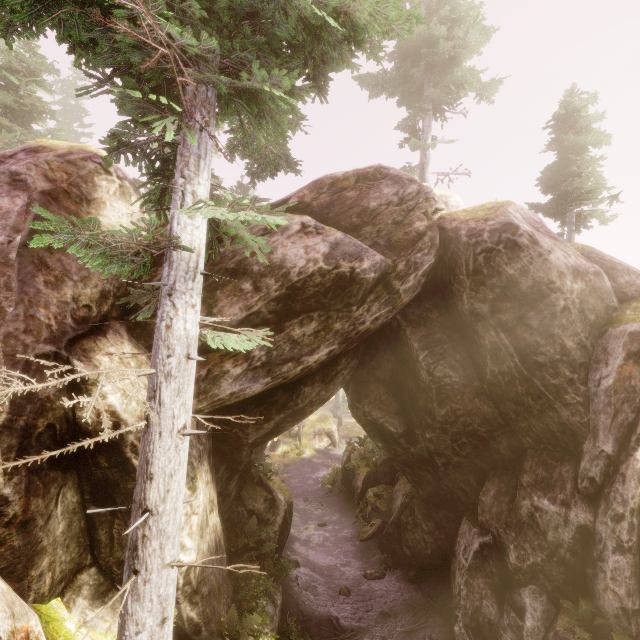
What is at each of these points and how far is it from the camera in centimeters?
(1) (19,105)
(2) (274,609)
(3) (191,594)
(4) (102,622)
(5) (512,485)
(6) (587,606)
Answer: (1) instancedfoliageactor, 1709cm
(2) rock, 970cm
(3) rock, 686cm
(4) rock, 583cm
(5) rock, 1062cm
(6) instancedfoliageactor, 789cm

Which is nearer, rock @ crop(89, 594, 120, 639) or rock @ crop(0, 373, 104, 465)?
rock @ crop(0, 373, 104, 465)

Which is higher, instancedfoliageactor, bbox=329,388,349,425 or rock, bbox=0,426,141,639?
rock, bbox=0,426,141,639

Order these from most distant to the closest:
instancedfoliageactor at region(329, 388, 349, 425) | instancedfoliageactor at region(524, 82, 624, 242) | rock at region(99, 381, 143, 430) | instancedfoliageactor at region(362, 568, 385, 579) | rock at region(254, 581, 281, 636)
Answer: instancedfoliageactor at region(329, 388, 349, 425) < instancedfoliageactor at region(524, 82, 624, 242) < instancedfoliageactor at region(362, 568, 385, 579) < rock at region(254, 581, 281, 636) < rock at region(99, 381, 143, 430)

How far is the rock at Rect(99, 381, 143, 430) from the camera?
6.3 meters

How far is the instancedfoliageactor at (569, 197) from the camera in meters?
15.0

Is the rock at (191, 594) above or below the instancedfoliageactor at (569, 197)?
below

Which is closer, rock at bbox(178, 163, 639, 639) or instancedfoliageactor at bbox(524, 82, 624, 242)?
rock at bbox(178, 163, 639, 639)
